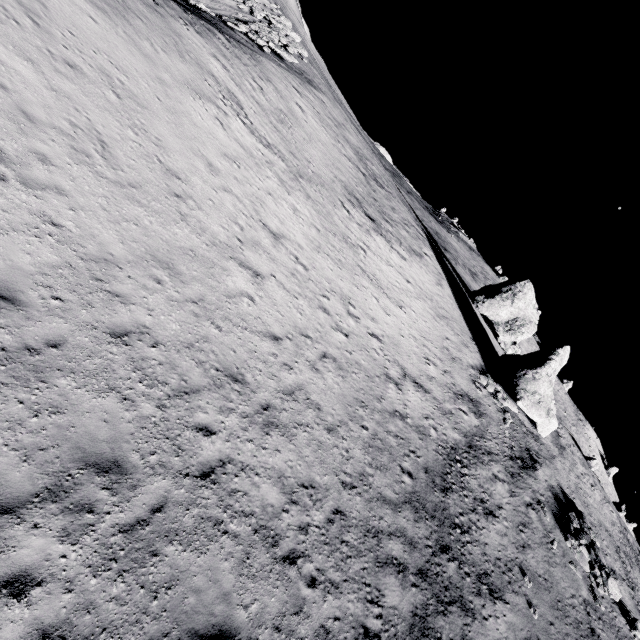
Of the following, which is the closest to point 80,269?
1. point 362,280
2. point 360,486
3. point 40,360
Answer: point 40,360

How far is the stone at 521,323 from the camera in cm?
2573

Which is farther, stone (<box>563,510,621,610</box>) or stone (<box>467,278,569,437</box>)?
stone (<box>467,278,569,437</box>)

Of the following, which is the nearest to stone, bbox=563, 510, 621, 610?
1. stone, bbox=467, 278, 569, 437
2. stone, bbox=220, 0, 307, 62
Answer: stone, bbox=467, 278, 569, 437

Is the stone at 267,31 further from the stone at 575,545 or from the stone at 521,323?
the stone at 575,545

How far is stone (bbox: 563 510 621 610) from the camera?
18.9m
